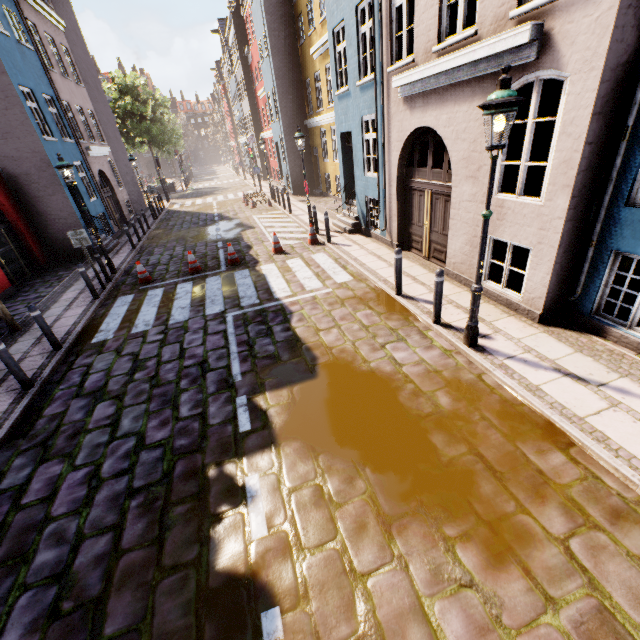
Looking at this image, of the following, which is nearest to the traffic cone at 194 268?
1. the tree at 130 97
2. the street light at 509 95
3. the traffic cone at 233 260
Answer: the traffic cone at 233 260

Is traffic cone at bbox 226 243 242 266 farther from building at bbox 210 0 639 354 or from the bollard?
the bollard

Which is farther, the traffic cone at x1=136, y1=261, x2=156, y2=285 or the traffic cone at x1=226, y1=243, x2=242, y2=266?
the traffic cone at x1=226, y1=243, x2=242, y2=266

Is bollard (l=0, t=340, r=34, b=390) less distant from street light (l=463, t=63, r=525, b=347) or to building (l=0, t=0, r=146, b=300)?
street light (l=463, t=63, r=525, b=347)

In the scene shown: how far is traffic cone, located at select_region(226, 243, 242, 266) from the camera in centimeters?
1120cm

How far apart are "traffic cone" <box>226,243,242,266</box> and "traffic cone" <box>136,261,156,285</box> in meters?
2.4 m

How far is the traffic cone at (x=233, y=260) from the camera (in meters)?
11.20

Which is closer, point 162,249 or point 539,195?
point 539,195
